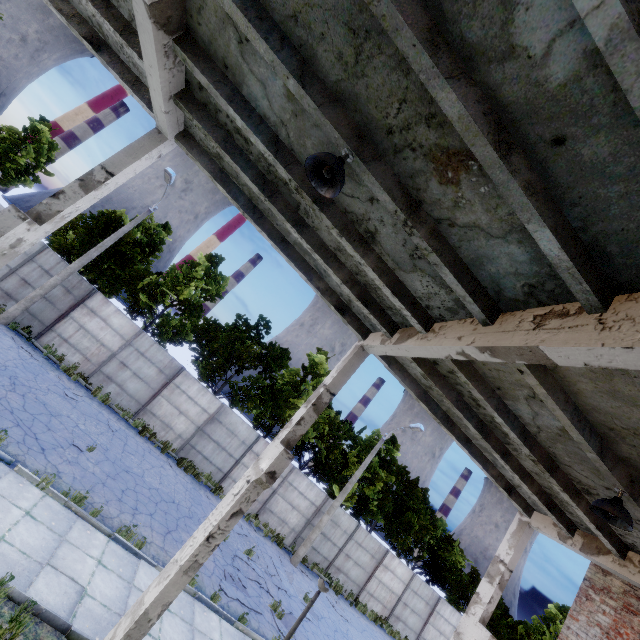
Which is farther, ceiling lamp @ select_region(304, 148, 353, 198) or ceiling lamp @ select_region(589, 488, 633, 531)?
ceiling lamp @ select_region(589, 488, 633, 531)

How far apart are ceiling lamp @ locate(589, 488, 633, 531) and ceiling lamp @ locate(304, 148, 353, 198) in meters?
6.2 m

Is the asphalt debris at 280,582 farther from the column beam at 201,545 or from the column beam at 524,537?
the column beam at 201,545

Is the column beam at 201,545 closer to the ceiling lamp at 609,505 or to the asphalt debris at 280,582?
the ceiling lamp at 609,505

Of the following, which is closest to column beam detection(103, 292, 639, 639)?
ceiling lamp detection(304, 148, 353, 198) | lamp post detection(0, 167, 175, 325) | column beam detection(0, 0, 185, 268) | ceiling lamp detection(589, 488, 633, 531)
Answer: ceiling lamp detection(304, 148, 353, 198)

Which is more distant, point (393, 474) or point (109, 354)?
point (393, 474)

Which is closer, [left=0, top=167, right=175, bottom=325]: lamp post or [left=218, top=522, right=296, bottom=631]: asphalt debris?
[left=218, top=522, right=296, bottom=631]: asphalt debris

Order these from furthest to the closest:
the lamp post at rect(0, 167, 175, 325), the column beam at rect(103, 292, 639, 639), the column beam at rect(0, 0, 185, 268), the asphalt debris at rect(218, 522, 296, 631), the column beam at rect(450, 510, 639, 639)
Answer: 1. the lamp post at rect(0, 167, 175, 325)
2. the asphalt debris at rect(218, 522, 296, 631)
3. the column beam at rect(450, 510, 639, 639)
4. the column beam at rect(0, 0, 185, 268)
5. the column beam at rect(103, 292, 639, 639)
